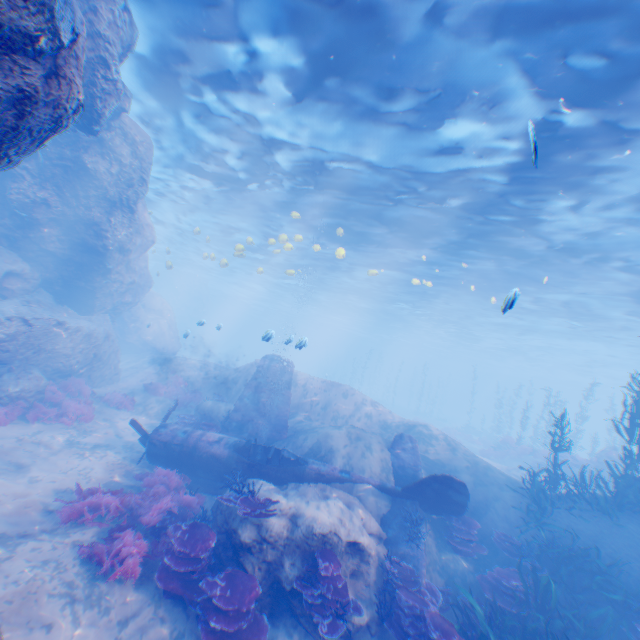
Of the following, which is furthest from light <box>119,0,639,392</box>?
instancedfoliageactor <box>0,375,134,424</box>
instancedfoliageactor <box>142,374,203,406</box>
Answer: instancedfoliageactor <box>0,375,134,424</box>

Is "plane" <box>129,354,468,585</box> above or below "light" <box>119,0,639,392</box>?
below

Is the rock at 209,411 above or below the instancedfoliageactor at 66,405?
Answer: above

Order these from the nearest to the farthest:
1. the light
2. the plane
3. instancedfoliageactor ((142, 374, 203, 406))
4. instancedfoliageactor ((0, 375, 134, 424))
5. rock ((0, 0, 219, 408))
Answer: rock ((0, 0, 219, 408))
the light
the plane
instancedfoliageactor ((0, 375, 134, 424))
instancedfoliageactor ((142, 374, 203, 406))

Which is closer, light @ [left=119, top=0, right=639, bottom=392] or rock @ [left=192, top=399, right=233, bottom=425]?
light @ [left=119, top=0, right=639, bottom=392]

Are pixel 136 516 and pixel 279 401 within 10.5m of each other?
yes

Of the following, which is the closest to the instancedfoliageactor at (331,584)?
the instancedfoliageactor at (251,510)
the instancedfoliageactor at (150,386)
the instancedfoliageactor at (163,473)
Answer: the instancedfoliageactor at (163,473)

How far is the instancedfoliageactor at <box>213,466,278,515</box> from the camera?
7.53m
